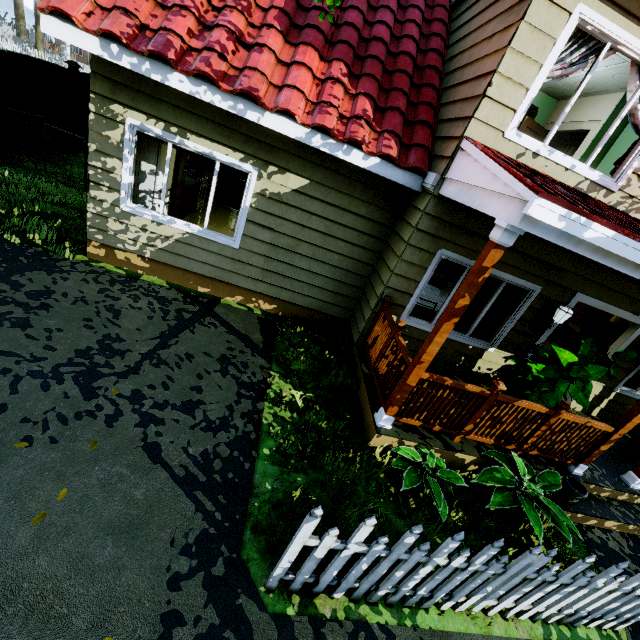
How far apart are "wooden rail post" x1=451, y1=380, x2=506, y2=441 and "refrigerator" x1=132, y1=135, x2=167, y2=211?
6.2 meters

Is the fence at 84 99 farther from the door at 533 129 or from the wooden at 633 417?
the door at 533 129

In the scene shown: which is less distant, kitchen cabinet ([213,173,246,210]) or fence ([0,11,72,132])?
fence ([0,11,72,132])

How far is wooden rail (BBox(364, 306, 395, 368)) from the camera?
4.9m

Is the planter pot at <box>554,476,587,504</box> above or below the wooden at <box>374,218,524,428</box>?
below

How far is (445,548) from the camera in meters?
2.5 m

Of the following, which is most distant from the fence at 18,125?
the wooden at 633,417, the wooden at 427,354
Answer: the wooden at 427,354

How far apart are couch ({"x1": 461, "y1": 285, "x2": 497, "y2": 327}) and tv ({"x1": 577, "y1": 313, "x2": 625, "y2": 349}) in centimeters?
281cm
